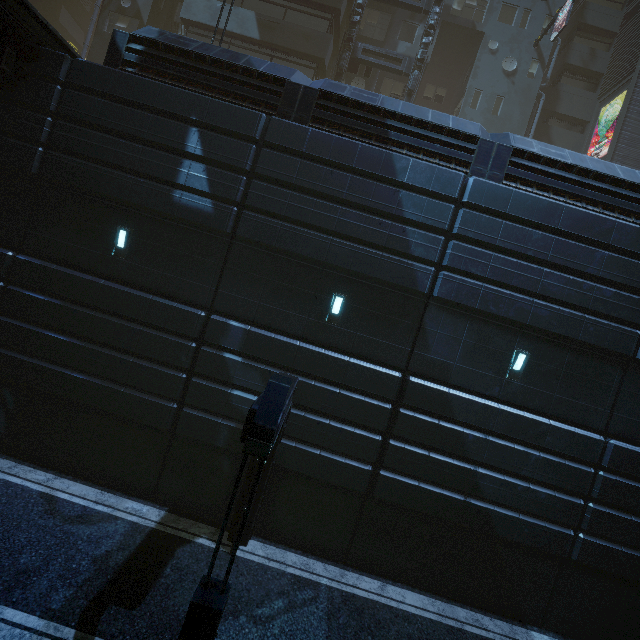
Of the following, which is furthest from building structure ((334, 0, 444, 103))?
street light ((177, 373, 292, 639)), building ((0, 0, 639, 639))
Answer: street light ((177, 373, 292, 639))

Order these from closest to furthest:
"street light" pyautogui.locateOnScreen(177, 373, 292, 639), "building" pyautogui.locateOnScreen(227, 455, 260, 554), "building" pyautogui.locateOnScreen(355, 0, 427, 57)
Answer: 1. "street light" pyautogui.locateOnScreen(177, 373, 292, 639)
2. "building" pyautogui.locateOnScreen(227, 455, 260, 554)
3. "building" pyautogui.locateOnScreen(355, 0, 427, 57)

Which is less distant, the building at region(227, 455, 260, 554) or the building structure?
the building at region(227, 455, 260, 554)

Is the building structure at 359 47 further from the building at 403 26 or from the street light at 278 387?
the street light at 278 387

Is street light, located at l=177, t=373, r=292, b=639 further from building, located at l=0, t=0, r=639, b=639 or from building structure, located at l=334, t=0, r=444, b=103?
building structure, located at l=334, t=0, r=444, b=103

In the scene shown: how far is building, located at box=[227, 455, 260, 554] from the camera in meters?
8.6

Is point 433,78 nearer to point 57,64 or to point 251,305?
point 57,64

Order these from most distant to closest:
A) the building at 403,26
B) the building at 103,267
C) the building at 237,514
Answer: the building at 403,26 < the building at 103,267 < the building at 237,514
